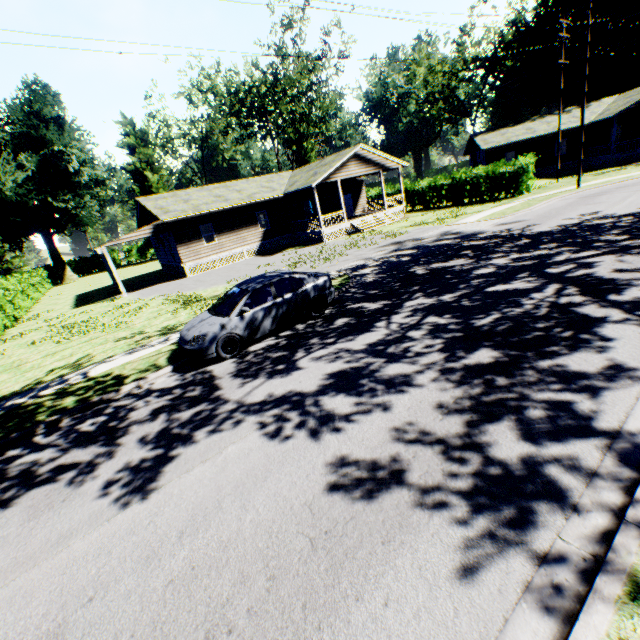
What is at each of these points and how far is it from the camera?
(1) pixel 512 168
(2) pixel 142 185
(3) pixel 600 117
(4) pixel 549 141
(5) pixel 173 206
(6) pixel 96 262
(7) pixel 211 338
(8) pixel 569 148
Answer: (1) hedge, 25.94m
(2) plant, 49.69m
(3) house, 31.97m
(4) house, 35.66m
(5) house, 24.72m
(6) hedge, 56.91m
(7) car, 8.33m
(8) house, 35.50m

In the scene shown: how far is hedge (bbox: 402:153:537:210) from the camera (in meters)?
25.84

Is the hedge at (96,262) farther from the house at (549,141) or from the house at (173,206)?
the house at (549,141)

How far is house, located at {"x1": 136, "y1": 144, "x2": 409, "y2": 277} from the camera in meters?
24.9

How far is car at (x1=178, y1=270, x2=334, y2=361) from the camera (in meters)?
8.43

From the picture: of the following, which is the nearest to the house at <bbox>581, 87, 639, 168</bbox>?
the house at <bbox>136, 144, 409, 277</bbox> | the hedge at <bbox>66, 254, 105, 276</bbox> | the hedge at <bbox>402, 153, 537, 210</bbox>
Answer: the hedge at <bbox>402, 153, 537, 210</bbox>

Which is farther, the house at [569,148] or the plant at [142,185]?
the plant at [142,185]

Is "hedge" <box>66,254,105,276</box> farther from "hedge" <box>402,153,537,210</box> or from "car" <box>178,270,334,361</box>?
"car" <box>178,270,334,361</box>
